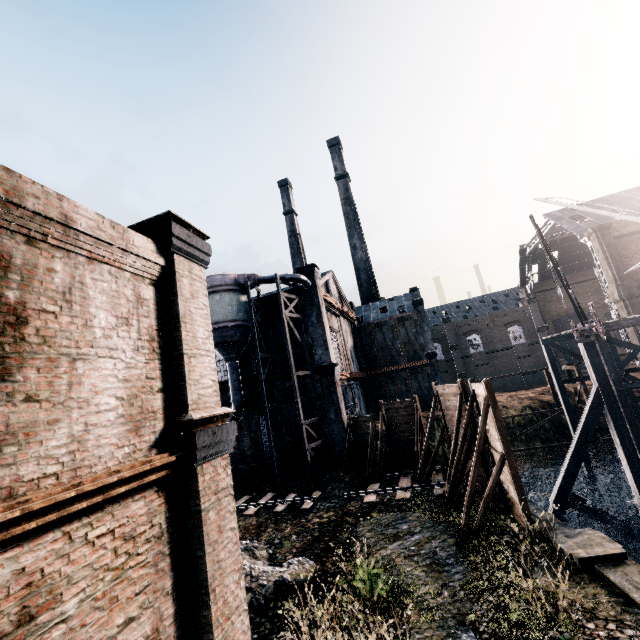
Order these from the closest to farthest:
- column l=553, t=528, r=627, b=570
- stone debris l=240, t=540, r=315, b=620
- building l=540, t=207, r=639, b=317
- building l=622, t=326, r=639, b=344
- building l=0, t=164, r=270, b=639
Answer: building l=0, t=164, r=270, b=639
column l=553, t=528, r=627, b=570
stone debris l=240, t=540, r=315, b=620
building l=622, t=326, r=639, b=344
building l=540, t=207, r=639, b=317

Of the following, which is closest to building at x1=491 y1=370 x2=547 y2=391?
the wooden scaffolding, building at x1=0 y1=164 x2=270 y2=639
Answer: the wooden scaffolding

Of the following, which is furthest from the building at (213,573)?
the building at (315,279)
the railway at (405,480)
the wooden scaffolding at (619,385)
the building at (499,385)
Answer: the building at (499,385)

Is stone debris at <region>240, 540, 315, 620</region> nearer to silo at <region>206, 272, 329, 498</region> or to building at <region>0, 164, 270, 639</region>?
building at <region>0, 164, 270, 639</region>

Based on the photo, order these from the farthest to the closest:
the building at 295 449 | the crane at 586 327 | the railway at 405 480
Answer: the building at 295 449
the railway at 405 480
the crane at 586 327

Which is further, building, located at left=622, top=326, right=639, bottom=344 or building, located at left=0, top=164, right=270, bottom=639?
building, located at left=622, top=326, right=639, bottom=344

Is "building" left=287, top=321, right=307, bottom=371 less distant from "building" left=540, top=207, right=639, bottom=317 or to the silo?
the silo

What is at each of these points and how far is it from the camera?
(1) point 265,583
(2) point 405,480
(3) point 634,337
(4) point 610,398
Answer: (1) stone debris, 11.12m
(2) railway, 20.30m
(3) building, 37.72m
(4) wooden brace, 18.88m
